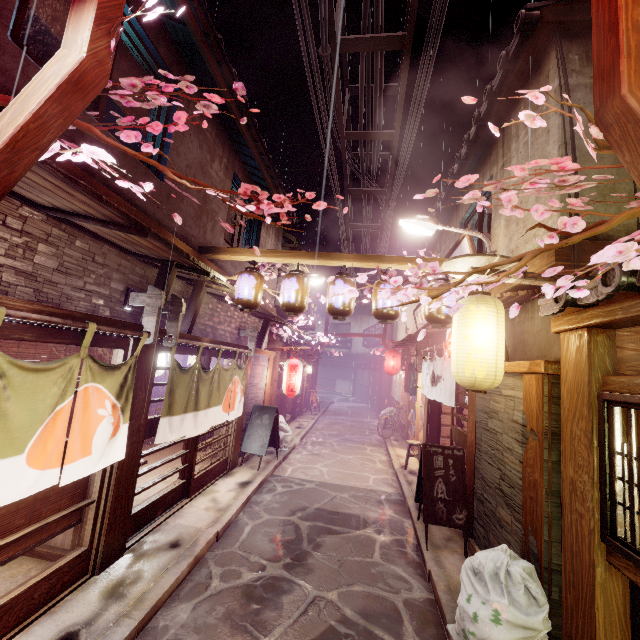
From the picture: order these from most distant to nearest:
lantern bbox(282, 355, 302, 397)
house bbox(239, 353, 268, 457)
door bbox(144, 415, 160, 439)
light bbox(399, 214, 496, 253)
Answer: lantern bbox(282, 355, 302, 397) < house bbox(239, 353, 268, 457) < light bbox(399, 214, 496, 253) < door bbox(144, 415, 160, 439)

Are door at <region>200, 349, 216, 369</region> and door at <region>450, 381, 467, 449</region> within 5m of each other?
no

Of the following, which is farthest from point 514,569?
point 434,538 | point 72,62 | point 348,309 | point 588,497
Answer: point 72,62

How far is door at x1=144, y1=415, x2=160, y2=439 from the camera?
8.6 meters

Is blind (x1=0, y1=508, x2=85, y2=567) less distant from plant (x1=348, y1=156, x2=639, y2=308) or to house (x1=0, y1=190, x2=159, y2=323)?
house (x1=0, y1=190, x2=159, y2=323)

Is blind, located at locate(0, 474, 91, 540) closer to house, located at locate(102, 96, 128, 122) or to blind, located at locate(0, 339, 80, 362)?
blind, located at locate(0, 339, 80, 362)

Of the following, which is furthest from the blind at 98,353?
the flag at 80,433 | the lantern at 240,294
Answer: the lantern at 240,294

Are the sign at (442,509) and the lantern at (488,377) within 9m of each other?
yes
